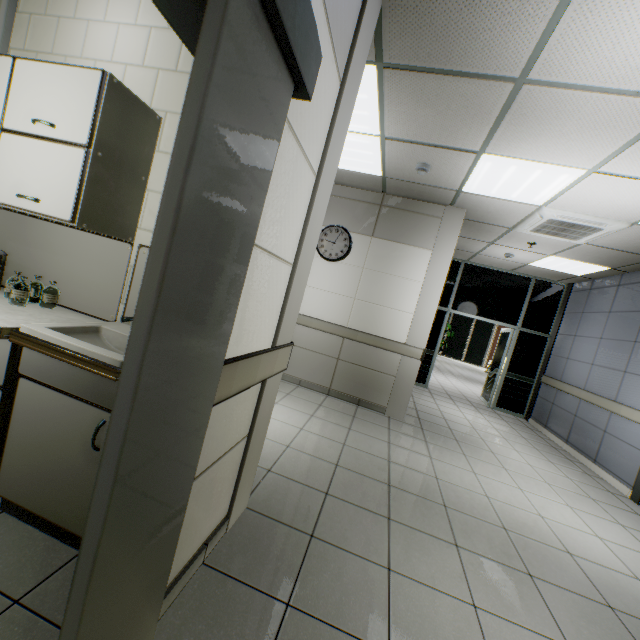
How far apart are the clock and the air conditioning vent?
2.4 meters

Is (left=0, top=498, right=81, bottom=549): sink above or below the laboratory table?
below

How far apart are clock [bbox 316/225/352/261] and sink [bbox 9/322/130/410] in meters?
3.5

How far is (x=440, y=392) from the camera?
7.99m

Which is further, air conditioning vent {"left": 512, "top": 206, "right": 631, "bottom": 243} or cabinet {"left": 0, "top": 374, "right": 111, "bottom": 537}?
air conditioning vent {"left": 512, "top": 206, "right": 631, "bottom": 243}

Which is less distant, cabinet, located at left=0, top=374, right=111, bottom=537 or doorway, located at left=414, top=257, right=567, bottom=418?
cabinet, located at left=0, top=374, right=111, bottom=537

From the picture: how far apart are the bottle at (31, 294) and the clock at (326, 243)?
3.62m

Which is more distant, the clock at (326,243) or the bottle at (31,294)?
the clock at (326,243)
